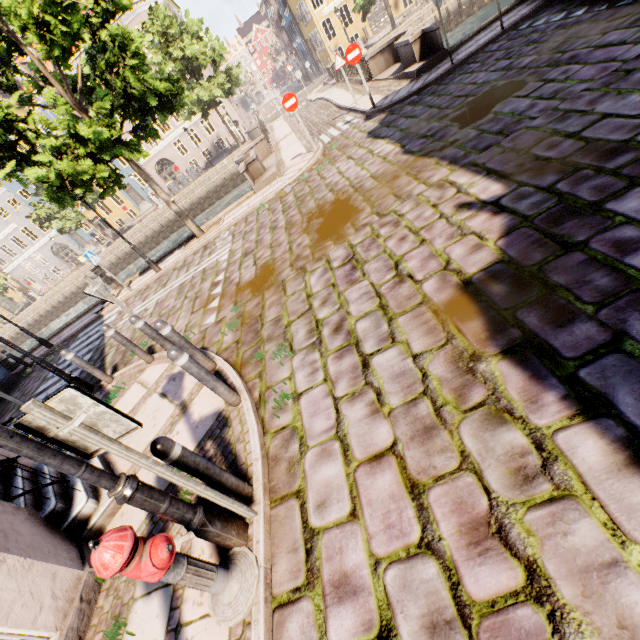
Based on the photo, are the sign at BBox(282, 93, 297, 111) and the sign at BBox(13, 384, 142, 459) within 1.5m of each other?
no

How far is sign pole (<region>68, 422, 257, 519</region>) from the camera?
2.0 meters

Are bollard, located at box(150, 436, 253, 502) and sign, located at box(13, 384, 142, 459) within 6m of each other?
yes

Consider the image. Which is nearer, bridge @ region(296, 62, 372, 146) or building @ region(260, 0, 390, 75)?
bridge @ region(296, 62, 372, 146)

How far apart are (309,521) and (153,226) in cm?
3510

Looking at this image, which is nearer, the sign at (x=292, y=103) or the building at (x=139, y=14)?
the sign at (x=292, y=103)

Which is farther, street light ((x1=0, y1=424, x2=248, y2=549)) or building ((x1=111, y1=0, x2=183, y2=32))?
building ((x1=111, y1=0, x2=183, y2=32))

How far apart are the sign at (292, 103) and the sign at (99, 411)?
11.8 meters
